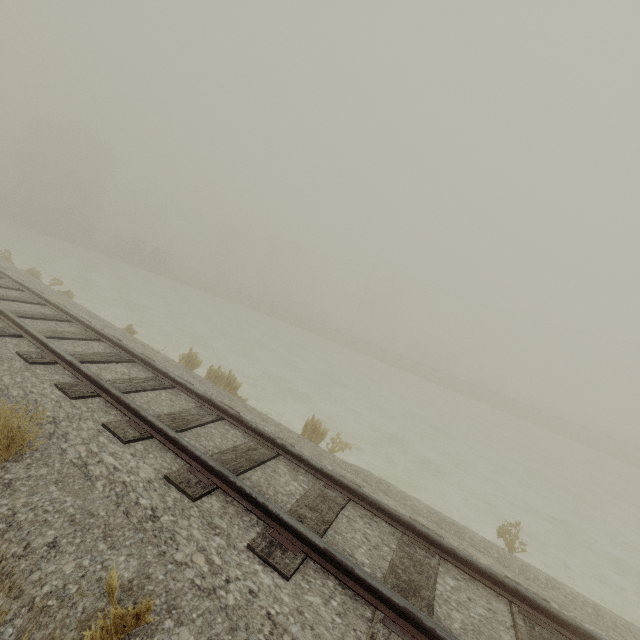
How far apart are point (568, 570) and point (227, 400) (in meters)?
9.32
